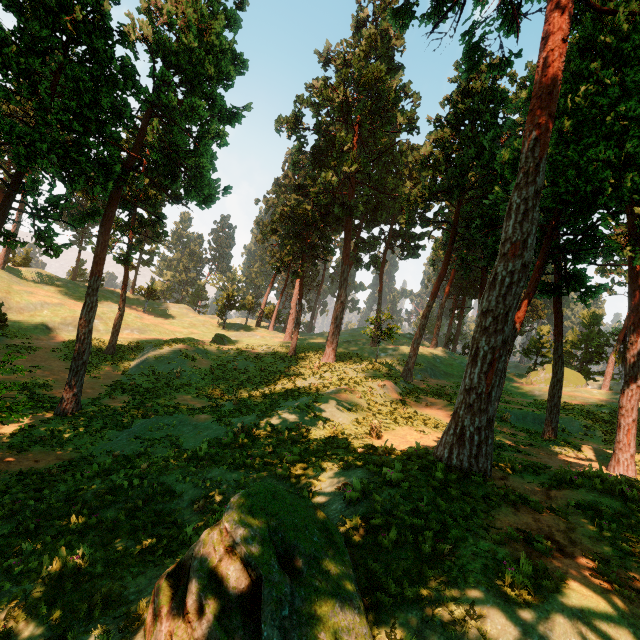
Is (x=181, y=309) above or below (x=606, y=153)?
below

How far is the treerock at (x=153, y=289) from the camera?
50.25m

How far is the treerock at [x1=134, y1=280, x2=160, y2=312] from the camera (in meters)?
50.25

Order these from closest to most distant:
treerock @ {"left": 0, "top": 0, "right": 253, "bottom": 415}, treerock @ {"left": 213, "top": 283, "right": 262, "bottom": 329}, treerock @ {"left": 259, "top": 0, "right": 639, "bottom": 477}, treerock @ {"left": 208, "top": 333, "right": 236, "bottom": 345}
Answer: treerock @ {"left": 259, "top": 0, "right": 639, "bottom": 477}
treerock @ {"left": 0, "top": 0, "right": 253, "bottom": 415}
treerock @ {"left": 208, "top": 333, "right": 236, "bottom": 345}
treerock @ {"left": 213, "top": 283, "right": 262, "bottom": 329}

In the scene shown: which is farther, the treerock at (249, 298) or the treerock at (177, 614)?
the treerock at (249, 298)

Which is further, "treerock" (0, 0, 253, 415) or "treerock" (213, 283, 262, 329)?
"treerock" (213, 283, 262, 329)
